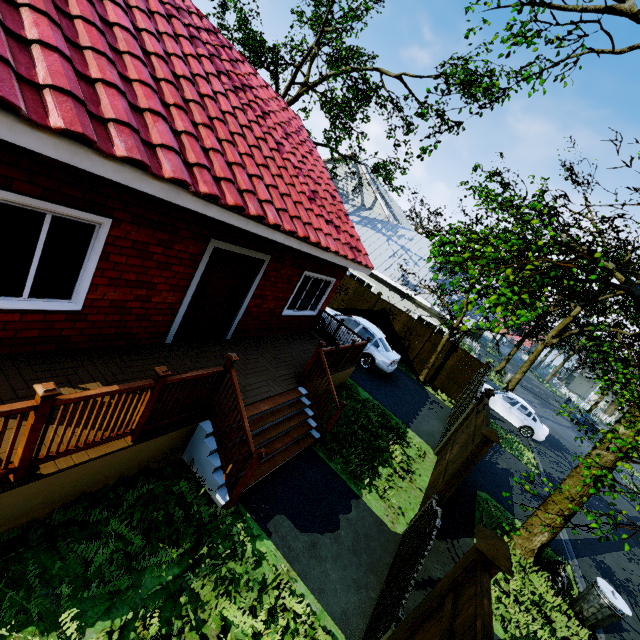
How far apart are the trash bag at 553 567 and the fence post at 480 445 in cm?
355

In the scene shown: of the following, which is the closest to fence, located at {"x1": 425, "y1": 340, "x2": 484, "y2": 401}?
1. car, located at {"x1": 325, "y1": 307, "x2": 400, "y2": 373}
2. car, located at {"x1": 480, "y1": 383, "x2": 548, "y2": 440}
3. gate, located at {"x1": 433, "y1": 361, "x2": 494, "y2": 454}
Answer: gate, located at {"x1": 433, "y1": 361, "x2": 494, "y2": 454}

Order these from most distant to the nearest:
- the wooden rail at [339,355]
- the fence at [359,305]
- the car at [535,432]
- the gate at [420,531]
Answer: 1. the fence at [359,305]
2. the car at [535,432]
3. the wooden rail at [339,355]
4. the gate at [420,531]

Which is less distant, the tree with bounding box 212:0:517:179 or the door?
the door

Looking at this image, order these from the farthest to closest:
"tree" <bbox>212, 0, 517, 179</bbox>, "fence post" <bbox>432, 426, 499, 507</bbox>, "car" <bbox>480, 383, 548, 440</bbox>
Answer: "car" <bbox>480, 383, 548, 440</bbox>
"tree" <bbox>212, 0, 517, 179</bbox>
"fence post" <bbox>432, 426, 499, 507</bbox>

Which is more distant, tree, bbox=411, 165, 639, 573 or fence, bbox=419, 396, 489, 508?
fence, bbox=419, 396, 489, 508

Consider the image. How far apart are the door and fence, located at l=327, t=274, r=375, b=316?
11.30m

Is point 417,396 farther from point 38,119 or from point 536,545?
point 38,119
